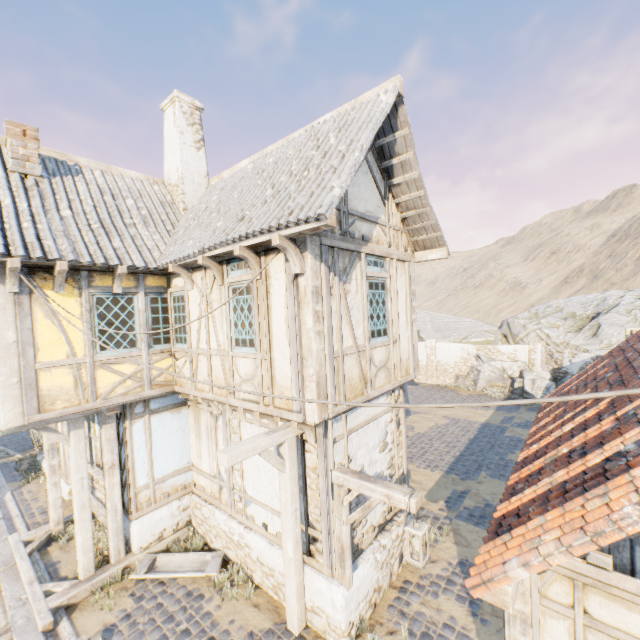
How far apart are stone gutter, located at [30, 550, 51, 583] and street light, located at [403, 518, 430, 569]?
6.4m

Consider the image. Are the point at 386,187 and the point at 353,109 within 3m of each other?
yes

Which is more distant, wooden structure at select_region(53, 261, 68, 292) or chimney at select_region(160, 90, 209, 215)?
chimney at select_region(160, 90, 209, 215)

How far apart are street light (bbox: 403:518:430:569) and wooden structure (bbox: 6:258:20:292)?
6.4m

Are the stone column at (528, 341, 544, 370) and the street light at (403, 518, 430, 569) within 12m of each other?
no

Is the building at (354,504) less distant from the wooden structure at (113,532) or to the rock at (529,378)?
the wooden structure at (113,532)

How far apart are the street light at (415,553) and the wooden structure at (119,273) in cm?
568

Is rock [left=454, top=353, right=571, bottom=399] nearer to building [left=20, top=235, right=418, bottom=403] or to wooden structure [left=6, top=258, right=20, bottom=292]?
building [left=20, top=235, right=418, bottom=403]
